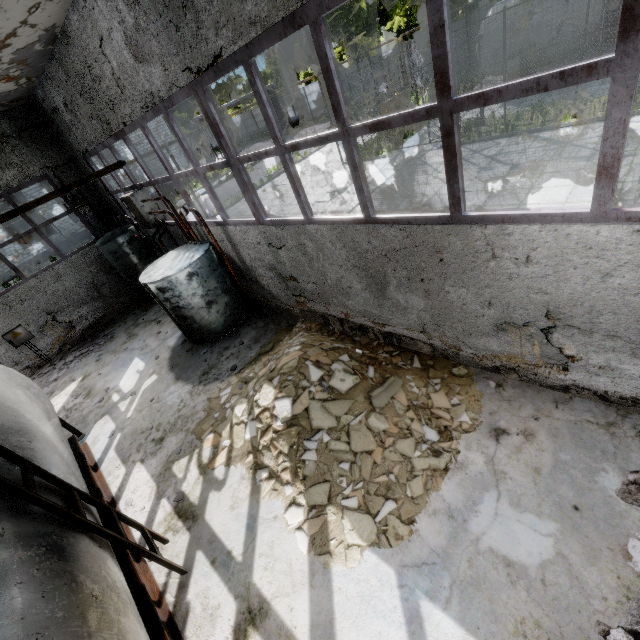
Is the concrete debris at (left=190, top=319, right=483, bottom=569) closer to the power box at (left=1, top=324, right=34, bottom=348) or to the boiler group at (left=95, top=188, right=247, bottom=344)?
the boiler group at (left=95, top=188, right=247, bottom=344)

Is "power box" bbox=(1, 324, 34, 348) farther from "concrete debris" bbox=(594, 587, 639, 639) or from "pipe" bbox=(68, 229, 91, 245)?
"pipe" bbox=(68, 229, 91, 245)

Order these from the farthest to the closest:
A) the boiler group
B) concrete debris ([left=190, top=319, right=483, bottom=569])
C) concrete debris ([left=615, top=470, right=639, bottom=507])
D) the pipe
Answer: the pipe, the boiler group, concrete debris ([left=190, top=319, right=483, bottom=569]), concrete debris ([left=615, top=470, right=639, bottom=507])

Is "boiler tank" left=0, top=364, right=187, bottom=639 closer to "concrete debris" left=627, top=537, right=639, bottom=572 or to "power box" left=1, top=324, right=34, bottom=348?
"concrete debris" left=627, top=537, right=639, bottom=572

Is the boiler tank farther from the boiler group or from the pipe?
the pipe

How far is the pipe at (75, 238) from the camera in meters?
26.6

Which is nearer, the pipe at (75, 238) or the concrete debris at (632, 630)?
the concrete debris at (632, 630)

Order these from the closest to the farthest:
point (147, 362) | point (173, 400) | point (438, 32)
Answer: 1. point (438, 32)
2. point (173, 400)
3. point (147, 362)
